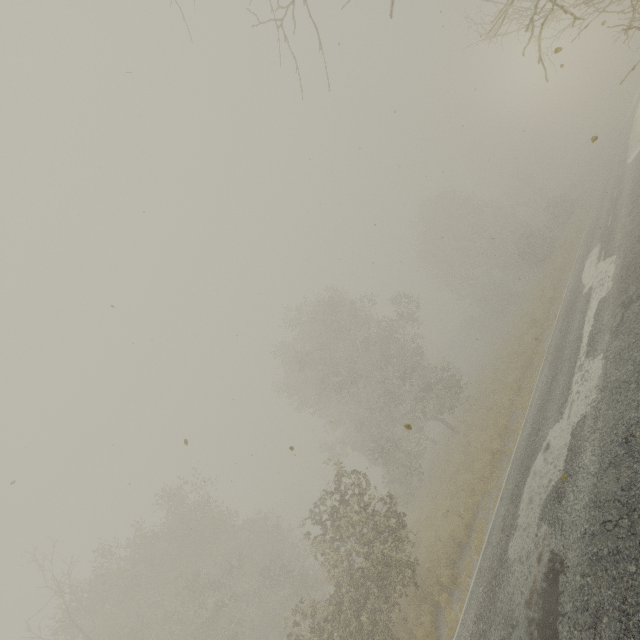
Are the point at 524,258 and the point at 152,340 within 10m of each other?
no
